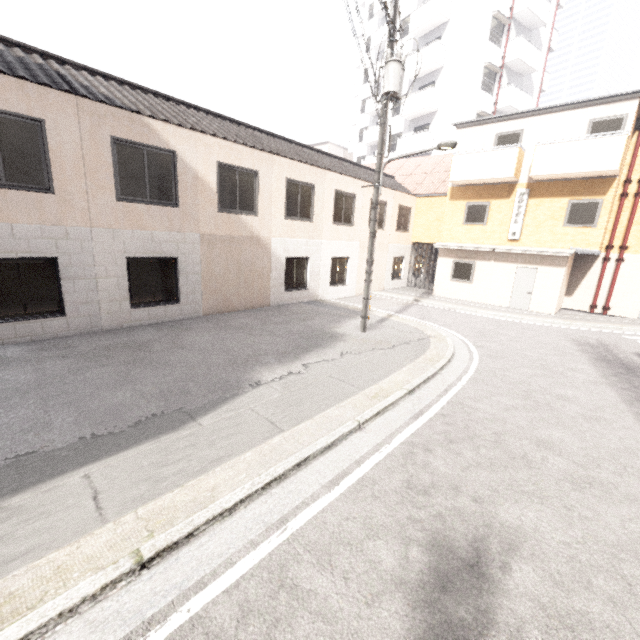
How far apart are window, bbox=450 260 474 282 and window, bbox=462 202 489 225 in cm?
175

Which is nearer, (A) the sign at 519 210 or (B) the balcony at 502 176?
(B) the balcony at 502 176

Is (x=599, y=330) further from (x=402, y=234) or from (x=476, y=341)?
(x=402, y=234)

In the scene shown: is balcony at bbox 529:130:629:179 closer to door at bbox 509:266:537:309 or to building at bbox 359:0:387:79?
door at bbox 509:266:537:309

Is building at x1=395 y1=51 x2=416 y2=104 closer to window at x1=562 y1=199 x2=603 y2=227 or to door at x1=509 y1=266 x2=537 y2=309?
window at x1=562 y1=199 x2=603 y2=227

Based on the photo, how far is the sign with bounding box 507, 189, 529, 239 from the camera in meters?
15.2 m

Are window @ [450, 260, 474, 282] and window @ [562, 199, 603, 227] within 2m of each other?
no

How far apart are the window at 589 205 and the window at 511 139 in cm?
324
